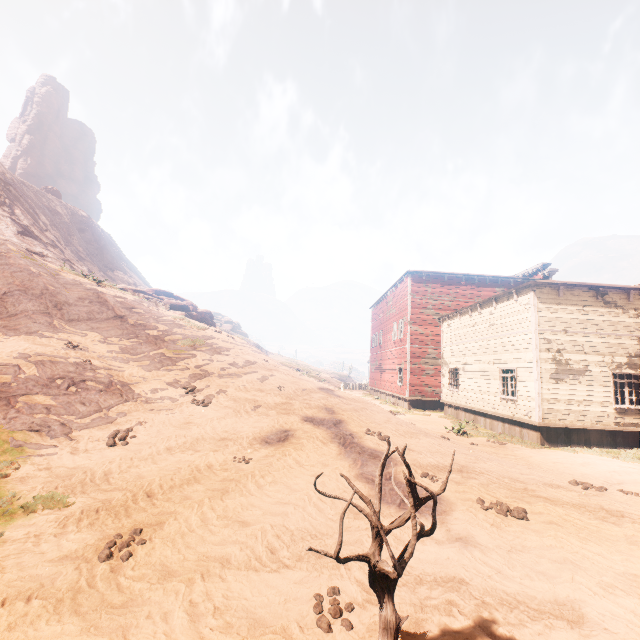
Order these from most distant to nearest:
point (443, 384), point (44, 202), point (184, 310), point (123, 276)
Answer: point (123, 276) < point (44, 202) < point (184, 310) < point (443, 384)

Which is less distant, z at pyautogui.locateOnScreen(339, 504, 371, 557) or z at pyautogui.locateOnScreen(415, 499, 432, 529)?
z at pyautogui.locateOnScreen(339, 504, 371, 557)

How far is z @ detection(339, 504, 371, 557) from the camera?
4.69m

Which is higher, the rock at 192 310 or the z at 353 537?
the rock at 192 310

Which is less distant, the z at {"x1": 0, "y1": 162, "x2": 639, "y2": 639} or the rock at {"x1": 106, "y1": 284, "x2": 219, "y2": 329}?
the z at {"x1": 0, "y1": 162, "x2": 639, "y2": 639}

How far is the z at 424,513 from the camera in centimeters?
560cm

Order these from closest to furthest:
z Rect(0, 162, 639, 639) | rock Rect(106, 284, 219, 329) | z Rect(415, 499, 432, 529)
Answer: z Rect(0, 162, 639, 639) < z Rect(415, 499, 432, 529) < rock Rect(106, 284, 219, 329)
